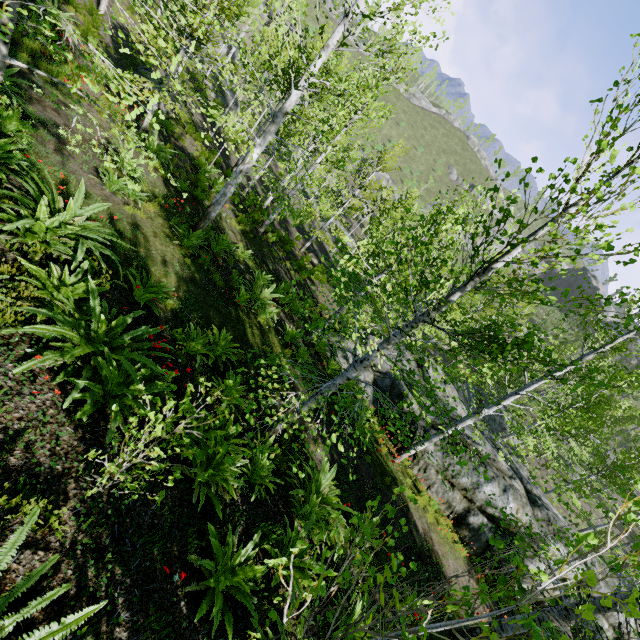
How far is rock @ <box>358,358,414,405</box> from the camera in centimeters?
1384cm

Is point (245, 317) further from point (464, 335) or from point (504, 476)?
point (504, 476)

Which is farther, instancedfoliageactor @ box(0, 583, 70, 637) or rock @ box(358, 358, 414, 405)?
rock @ box(358, 358, 414, 405)

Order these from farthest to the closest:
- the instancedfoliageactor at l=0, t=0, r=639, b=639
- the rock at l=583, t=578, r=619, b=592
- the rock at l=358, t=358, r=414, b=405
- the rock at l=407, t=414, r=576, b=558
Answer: the rock at l=358, t=358, r=414, b=405 → the rock at l=583, t=578, r=619, b=592 → the rock at l=407, t=414, r=576, b=558 → the instancedfoliageactor at l=0, t=0, r=639, b=639

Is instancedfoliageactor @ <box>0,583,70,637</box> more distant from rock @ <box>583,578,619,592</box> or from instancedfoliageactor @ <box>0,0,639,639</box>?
rock @ <box>583,578,619,592</box>

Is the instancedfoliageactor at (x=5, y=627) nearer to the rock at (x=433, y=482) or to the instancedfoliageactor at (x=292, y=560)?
the instancedfoliageactor at (x=292, y=560)

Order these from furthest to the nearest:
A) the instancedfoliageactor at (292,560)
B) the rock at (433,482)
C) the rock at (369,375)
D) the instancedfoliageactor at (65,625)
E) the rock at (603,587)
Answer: the rock at (369,375) → the rock at (603,587) → the rock at (433,482) → the instancedfoliageactor at (292,560) → the instancedfoliageactor at (65,625)
